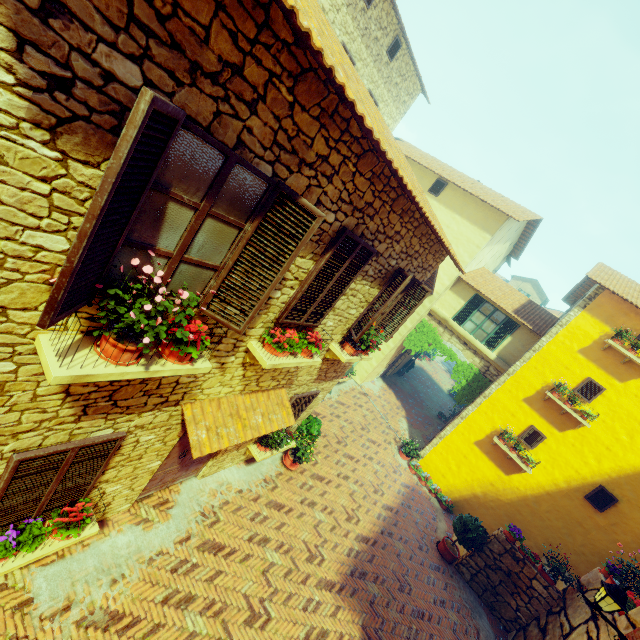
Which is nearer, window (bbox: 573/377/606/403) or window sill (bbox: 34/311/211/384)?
window sill (bbox: 34/311/211/384)

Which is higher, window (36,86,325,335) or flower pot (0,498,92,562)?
window (36,86,325,335)

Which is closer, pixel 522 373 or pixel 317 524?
pixel 317 524

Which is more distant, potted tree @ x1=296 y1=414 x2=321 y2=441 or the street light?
potted tree @ x1=296 y1=414 x2=321 y2=441

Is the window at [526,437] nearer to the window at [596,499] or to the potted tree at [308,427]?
the window at [596,499]

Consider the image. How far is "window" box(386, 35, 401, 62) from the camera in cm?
1310

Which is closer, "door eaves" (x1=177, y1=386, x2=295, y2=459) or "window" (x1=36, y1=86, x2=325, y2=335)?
"window" (x1=36, y1=86, x2=325, y2=335)

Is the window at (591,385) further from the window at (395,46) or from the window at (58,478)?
the window at (395,46)
